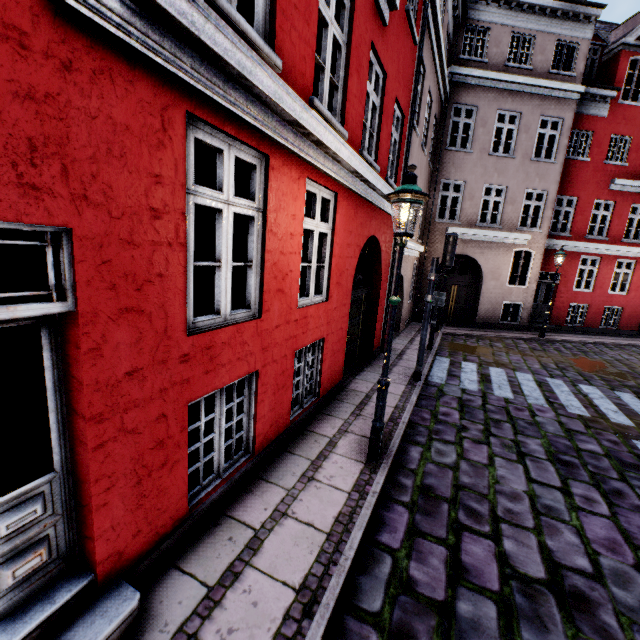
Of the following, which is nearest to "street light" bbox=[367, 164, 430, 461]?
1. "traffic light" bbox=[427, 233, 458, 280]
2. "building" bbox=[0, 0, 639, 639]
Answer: "building" bbox=[0, 0, 639, 639]

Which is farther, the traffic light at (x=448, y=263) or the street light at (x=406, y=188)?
the traffic light at (x=448, y=263)

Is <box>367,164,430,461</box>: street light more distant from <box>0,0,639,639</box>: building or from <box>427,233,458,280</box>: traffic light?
<box>427,233,458,280</box>: traffic light

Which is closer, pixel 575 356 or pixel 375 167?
pixel 375 167

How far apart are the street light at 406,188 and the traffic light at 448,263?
3.3m

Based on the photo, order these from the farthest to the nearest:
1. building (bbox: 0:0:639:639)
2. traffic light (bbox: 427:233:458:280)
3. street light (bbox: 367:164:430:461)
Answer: traffic light (bbox: 427:233:458:280)
street light (bbox: 367:164:430:461)
building (bbox: 0:0:639:639)
